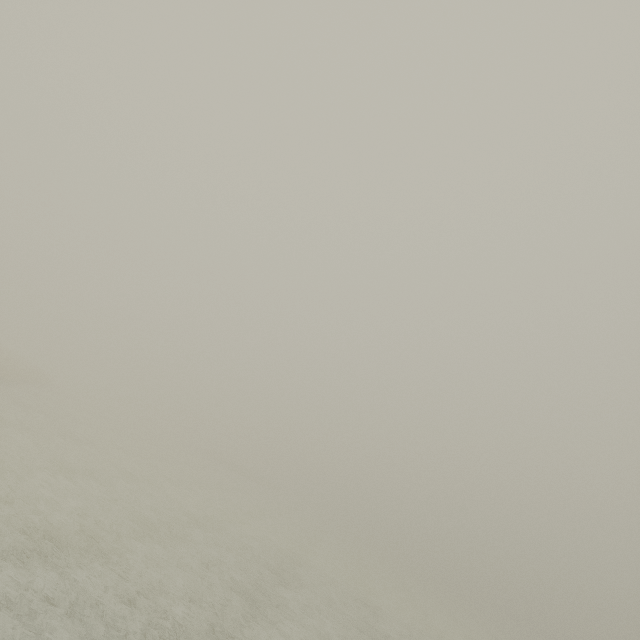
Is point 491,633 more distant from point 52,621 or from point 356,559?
point 52,621
